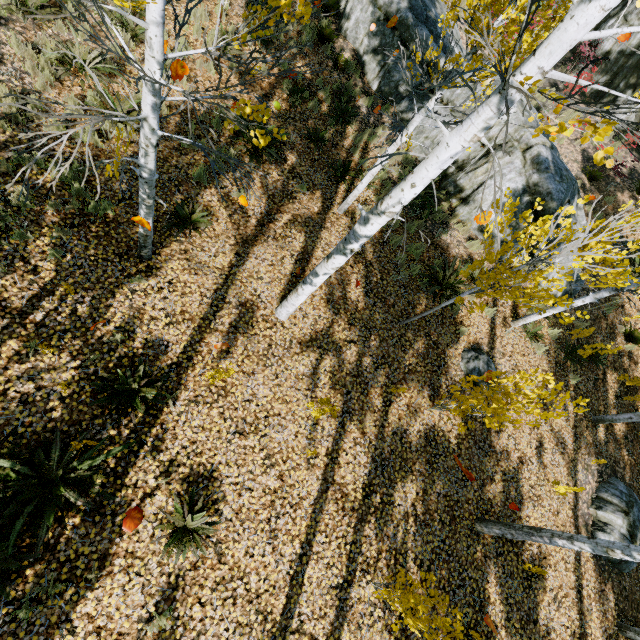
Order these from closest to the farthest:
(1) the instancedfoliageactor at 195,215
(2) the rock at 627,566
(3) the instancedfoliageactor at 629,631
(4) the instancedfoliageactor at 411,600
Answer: (4) the instancedfoliageactor at 411,600 < (1) the instancedfoliageactor at 195,215 < (3) the instancedfoliageactor at 629,631 < (2) the rock at 627,566

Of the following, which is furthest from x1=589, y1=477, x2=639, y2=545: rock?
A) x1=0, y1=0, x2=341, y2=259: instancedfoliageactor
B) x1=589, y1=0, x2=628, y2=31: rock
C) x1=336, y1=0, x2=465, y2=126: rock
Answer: x1=589, y1=0, x2=628, y2=31: rock

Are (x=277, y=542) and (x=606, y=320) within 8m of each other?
no

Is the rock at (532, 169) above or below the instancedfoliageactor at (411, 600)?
above

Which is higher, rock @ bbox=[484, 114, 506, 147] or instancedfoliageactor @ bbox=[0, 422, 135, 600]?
rock @ bbox=[484, 114, 506, 147]

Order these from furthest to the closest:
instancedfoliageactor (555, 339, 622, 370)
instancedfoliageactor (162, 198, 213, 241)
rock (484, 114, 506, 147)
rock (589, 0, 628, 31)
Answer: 1. rock (589, 0, 628, 31)
2. rock (484, 114, 506, 147)
3. instancedfoliageactor (555, 339, 622, 370)
4. instancedfoliageactor (162, 198, 213, 241)

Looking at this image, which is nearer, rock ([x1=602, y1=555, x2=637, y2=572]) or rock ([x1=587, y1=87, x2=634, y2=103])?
rock ([x1=602, y1=555, x2=637, y2=572])

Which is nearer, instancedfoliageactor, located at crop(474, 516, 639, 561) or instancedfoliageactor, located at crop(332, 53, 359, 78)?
instancedfoliageactor, located at crop(474, 516, 639, 561)
